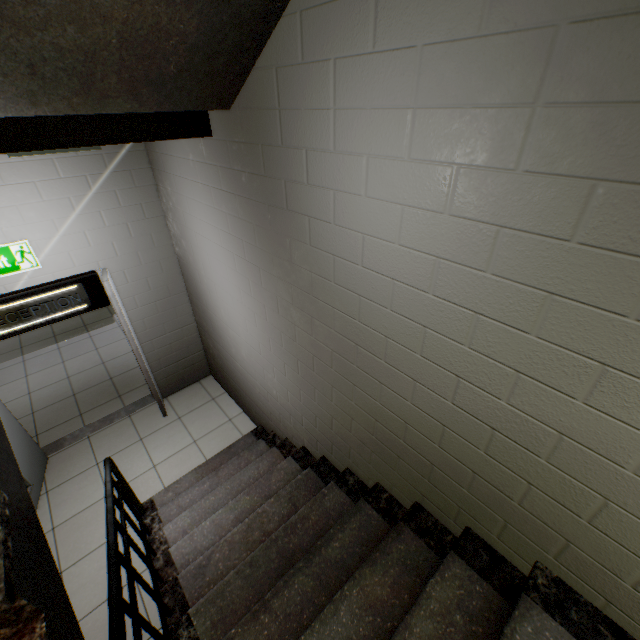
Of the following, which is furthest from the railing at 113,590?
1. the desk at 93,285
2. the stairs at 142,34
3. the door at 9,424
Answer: the desk at 93,285

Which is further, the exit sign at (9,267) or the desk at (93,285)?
the desk at (93,285)

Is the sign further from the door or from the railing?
the railing

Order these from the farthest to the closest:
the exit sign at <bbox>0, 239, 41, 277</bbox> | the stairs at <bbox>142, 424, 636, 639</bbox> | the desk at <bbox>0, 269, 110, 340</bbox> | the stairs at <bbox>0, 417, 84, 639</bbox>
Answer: the desk at <bbox>0, 269, 110, 340</bbox>, the exit sign at <bbox>0, 239, 41, 277</bbox>, the stairs at <bbox>142, 424, 636, 639</bbox>, the stairs at <bbox>0, 417, 84, 639</bbox>

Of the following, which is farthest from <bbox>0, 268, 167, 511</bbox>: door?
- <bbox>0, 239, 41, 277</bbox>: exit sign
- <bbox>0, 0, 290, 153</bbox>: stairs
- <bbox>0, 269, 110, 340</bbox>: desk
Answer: <bbox>0, 269, 110, 340</bbox>: desk

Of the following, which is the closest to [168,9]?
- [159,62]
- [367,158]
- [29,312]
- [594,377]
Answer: [159,62]

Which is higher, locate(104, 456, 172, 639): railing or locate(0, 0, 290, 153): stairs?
locate(0, 0, 290, 153): stairs

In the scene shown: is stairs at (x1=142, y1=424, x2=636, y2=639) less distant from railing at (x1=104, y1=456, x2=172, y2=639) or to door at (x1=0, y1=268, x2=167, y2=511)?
railing at (x1=104, y1=456, x2=172, y2=639)
